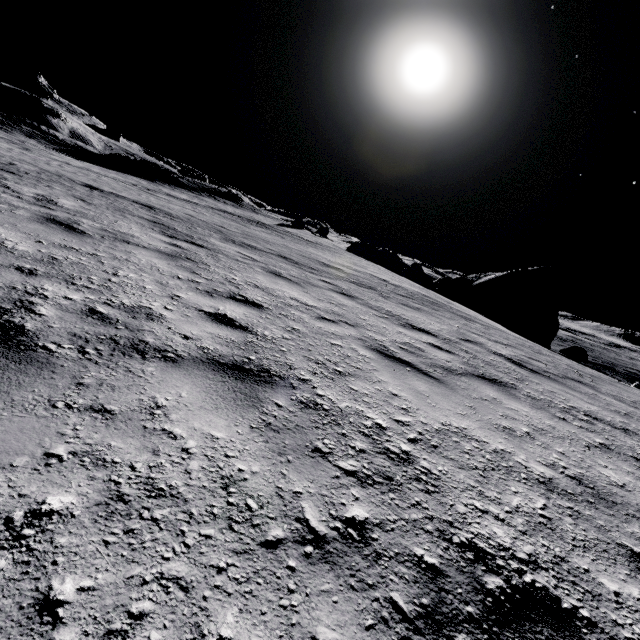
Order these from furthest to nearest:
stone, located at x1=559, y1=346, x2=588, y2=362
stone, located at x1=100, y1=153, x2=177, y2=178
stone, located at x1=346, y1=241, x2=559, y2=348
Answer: stone, located at x1=100, y1=153, x2=177, y2=178
stone, located at x1=346, y1=241, x2=559, y2=348
stone, located at x1=559, y1=346, x2=588, y2=362

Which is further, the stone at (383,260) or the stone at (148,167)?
the stone at (148,167)

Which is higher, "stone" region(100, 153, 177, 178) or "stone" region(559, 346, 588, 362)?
"stone" region(100, 153, 177, 178)

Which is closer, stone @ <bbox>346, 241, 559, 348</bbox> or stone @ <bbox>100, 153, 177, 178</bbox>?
stone @ <bbox>346, 241, 559, 348</bbox>

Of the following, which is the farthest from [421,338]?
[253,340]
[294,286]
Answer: [253,340]

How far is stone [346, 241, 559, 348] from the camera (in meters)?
24.14
